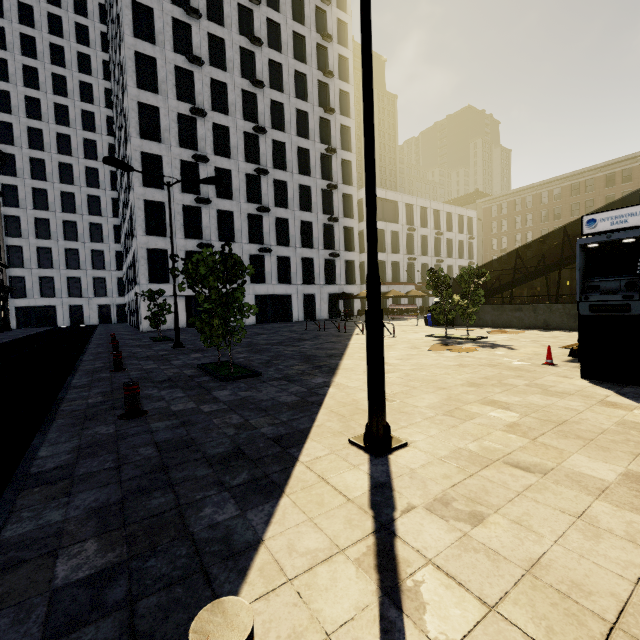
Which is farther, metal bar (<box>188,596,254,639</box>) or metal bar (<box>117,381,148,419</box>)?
metal bar (<box>117,381,148,419</box>)

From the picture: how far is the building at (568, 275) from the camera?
48.7m

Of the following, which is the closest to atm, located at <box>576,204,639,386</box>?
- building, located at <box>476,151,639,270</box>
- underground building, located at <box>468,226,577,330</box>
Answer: underground building, located at <box>468,226,577,330</box>

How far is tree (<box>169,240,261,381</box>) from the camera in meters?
7.4

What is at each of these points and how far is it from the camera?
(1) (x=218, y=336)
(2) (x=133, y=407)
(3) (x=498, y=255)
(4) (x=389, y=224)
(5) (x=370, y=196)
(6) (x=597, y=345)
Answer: (1) tree, 8.0 meters
(2) metal bar, 5.3 meters
(3) building, 57.5 meters
(4) building, 41.9 meters
(5) street light, 3.7 meters
(6) atm, 6.3 meters

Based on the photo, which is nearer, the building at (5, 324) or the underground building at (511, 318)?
the underground building at (511, 318)

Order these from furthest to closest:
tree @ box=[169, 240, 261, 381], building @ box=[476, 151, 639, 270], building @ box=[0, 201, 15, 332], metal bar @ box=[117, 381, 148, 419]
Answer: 1. building @ box=[476, 151, 639, 270]
2. building @ box=[0, 201, 15, 332]
3. tree @ box=[169, 240, 261, 381]
4. metal bar @ box=[117, 381, 148, 419]

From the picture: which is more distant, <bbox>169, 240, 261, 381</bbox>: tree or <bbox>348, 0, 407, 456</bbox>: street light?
<bbox>169, 240, 261, 381</bbox>: tree
